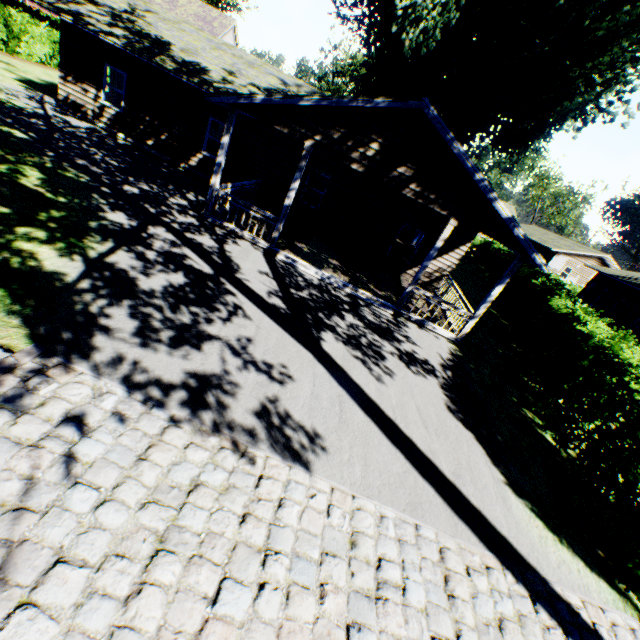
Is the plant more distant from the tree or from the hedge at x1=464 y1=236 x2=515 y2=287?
the tree

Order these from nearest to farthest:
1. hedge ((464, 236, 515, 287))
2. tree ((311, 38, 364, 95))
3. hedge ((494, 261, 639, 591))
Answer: hedge ((494, 261, 639, 591))
hedge ((464, 236, 515, 287))
tree ((311, 38, 364, 95))

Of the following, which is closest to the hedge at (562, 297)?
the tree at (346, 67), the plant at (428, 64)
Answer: the plant at (428, 64)

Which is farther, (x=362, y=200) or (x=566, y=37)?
(x=566, y=37)

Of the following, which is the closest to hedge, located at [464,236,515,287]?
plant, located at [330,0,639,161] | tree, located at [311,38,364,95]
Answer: plant, located at [330,0,639,161]

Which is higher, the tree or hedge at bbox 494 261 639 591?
the tree

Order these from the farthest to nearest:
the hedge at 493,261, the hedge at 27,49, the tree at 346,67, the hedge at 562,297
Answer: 1. the tree at 346,67
2. the hedge at 493,261
3. the hedge at 27,49
4. the hedge at 562,297
